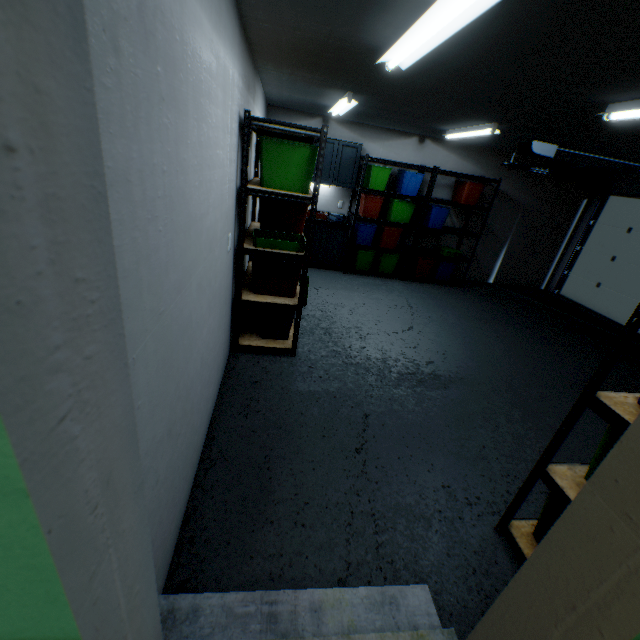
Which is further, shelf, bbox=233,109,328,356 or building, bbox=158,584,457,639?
shelf, bbox=233,109,328,356

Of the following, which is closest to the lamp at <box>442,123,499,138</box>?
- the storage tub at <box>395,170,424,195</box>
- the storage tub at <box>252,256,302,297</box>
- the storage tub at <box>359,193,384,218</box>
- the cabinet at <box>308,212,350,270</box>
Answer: the storage tub at <box>395,170,424,195</box>

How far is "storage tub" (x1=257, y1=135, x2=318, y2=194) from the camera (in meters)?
2.44

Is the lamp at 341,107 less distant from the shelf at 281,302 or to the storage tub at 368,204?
the shelf at 281,302

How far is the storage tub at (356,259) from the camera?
5.9m

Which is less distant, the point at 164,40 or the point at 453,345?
the point at 164,40

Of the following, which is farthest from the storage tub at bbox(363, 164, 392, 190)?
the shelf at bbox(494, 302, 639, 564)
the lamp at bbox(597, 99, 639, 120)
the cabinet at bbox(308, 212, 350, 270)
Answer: the shelf at bbox(494, 302, 639, 564)

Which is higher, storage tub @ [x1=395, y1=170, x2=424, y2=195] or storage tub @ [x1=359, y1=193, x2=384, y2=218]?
storage tub @ [x1=395, y1=170, x2=424, y2=195]
